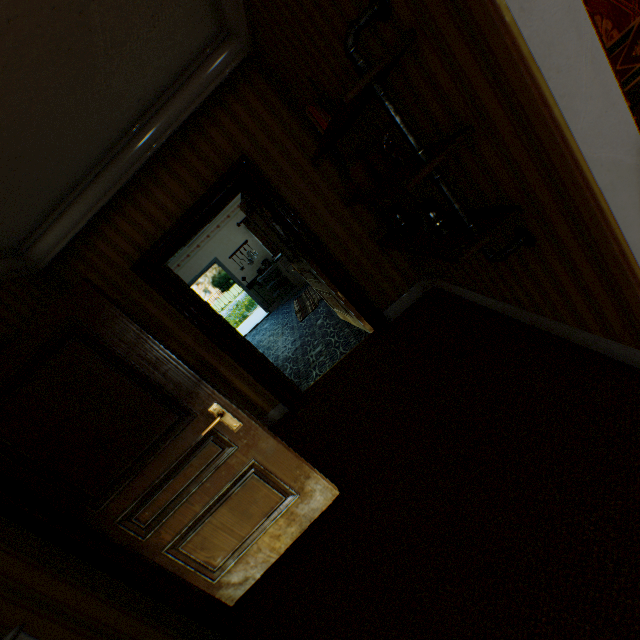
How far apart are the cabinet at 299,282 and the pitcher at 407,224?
6.4 meters

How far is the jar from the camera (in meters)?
1.97

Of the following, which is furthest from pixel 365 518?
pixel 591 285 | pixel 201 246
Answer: pixel 201 246

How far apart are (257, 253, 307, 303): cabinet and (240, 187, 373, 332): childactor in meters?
3.9 m

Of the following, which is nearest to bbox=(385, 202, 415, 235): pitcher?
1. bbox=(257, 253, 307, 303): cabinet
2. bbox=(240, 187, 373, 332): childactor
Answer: bbox=(240, 187, 373, 332): childactor

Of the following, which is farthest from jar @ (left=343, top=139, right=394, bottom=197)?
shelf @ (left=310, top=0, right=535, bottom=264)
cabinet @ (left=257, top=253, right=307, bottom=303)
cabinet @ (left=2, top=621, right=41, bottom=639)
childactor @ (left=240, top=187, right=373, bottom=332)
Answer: cabinet @ (left=257, top=253, right=307, bottom=303)

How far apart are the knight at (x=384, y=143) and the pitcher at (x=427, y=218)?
0.27m

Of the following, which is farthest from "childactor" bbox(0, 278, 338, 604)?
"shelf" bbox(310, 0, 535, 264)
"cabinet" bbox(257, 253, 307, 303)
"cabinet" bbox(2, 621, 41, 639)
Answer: "cabinet" bbox(257, 253, 307, 303)
